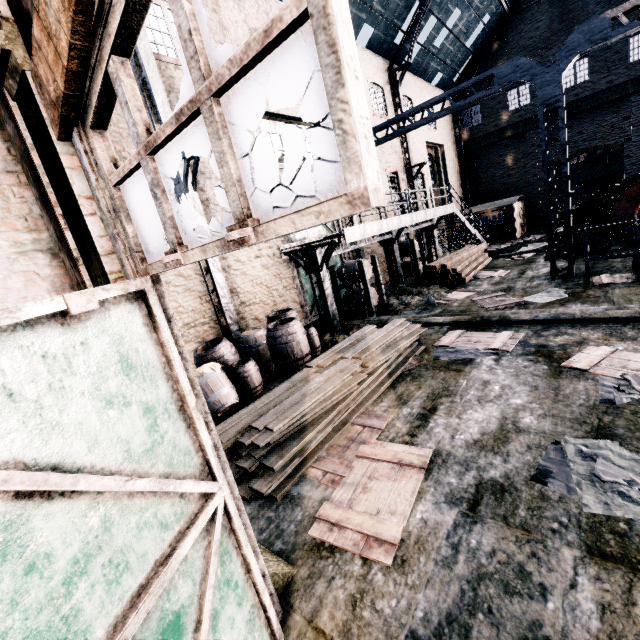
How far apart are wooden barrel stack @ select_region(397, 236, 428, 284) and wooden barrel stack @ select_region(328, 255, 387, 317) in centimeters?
453cm

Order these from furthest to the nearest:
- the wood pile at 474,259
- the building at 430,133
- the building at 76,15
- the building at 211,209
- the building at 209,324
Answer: the building at 430,133 → the wood pile at 474,259 → the building at 211,209 → the building at 209,324 → the building at 76,15

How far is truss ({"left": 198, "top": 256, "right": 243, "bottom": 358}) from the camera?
10.23m

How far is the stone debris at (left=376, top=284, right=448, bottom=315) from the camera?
13.13m

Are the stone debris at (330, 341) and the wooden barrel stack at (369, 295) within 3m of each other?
yes

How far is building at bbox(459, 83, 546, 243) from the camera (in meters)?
26.81

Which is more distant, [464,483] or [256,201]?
[464,483]

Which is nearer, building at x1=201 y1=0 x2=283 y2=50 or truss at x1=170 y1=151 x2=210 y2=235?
truss at x1=170 y1=151 x2=210 y2=235
